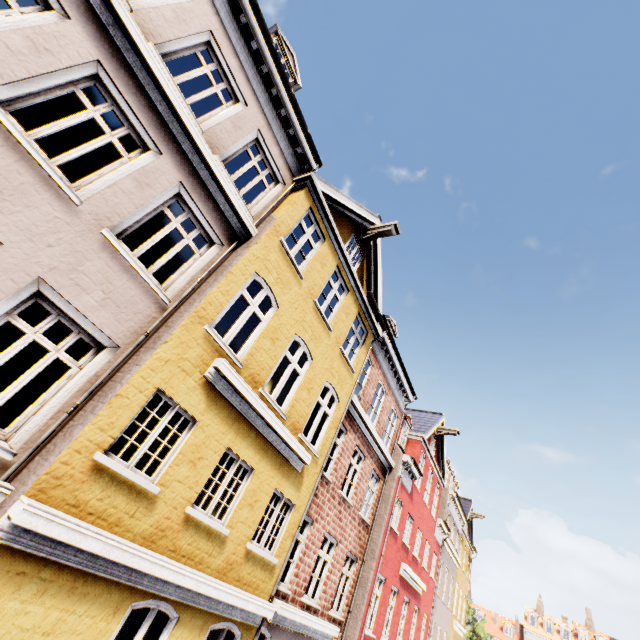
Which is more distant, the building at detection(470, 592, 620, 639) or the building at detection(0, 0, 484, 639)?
the building at detection(470, 592, 620, 639)

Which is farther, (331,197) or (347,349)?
(347,349)

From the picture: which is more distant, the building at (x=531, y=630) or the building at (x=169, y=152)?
the building at (x=531, y=630)
